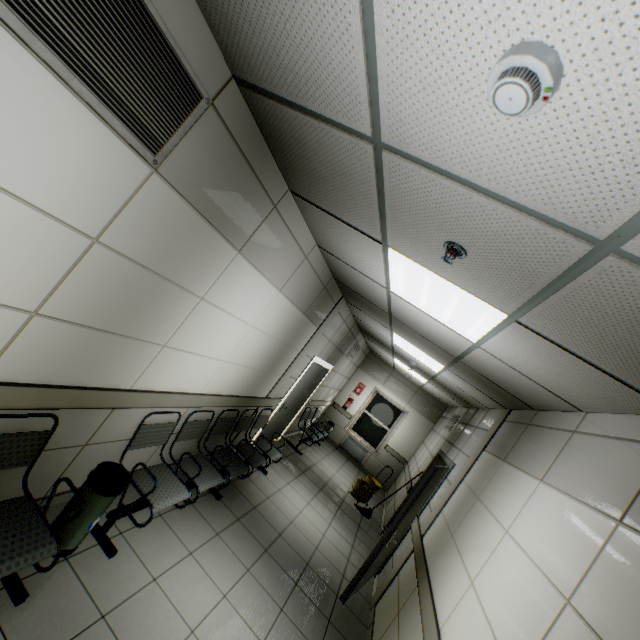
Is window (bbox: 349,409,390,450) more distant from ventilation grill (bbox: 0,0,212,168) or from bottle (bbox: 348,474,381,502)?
ventilation grill (bbox: 0,0,212,168)

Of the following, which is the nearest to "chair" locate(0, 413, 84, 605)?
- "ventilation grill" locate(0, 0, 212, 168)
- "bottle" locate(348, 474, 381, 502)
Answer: "ventilation grill" locate(0, 0, 212, 168)

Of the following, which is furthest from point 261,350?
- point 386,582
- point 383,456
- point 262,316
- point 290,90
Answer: point 383,456

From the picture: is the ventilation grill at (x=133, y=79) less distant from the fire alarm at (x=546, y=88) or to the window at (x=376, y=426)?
the fire alarm at (x=546, y=88)

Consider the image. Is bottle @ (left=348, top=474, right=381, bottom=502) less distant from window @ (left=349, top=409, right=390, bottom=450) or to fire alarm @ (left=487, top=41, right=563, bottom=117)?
window @ (left=349, top=409, right=390, bottom=450)

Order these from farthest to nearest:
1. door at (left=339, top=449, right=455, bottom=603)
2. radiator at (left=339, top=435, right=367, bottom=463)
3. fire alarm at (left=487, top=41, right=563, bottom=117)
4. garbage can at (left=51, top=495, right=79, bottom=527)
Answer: radiator at (left=339, top=435, right=367, bottom=463) < door at (left=339, top=449, right=455, bottom=603) < garbage can at (left=51, top=495, right=79, bottom=527) < fire alarm at (left=487, top=41, right=563, bottom=117)

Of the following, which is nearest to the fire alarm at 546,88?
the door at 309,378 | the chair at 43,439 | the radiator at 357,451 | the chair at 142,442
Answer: the chair at 43,439

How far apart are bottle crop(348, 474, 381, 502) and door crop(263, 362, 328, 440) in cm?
212
